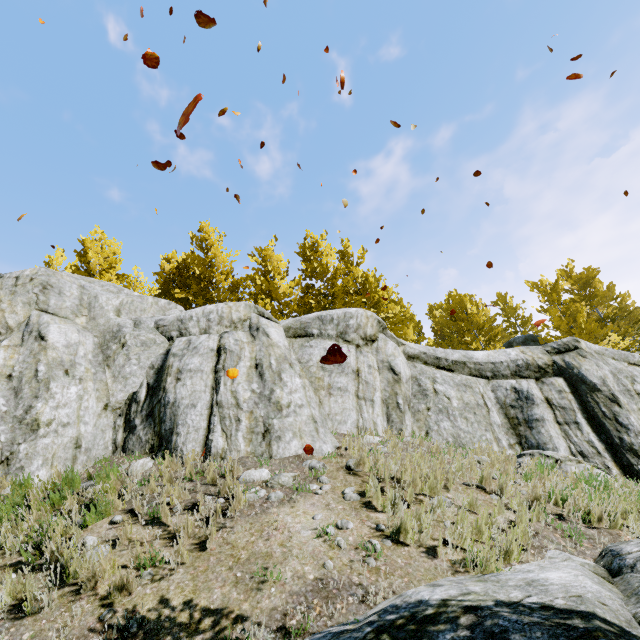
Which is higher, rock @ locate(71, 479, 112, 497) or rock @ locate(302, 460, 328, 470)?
rock @ locate(71, 479, 112, 497)

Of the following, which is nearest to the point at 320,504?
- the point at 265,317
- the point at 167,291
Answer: the point at 265,317

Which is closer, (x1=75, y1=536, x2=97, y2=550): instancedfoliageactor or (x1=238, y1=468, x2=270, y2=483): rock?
(x1=75, y1=536, x2=97, y2=550): instancedfoliageactor

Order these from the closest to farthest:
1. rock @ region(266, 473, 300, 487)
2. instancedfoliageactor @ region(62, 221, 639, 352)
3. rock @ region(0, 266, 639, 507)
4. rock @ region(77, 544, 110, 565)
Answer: rock @ region(77, 544, 110, 565) → rock @ region(266, 473, 300, 487) → rock @ region(0, 266, 639, 507) → instancedfoliageactor @ region(62, 221, 639, 352)

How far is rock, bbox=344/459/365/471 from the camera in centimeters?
596cm

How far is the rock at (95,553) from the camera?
3.68m

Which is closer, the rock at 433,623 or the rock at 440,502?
the rock at 433,623
